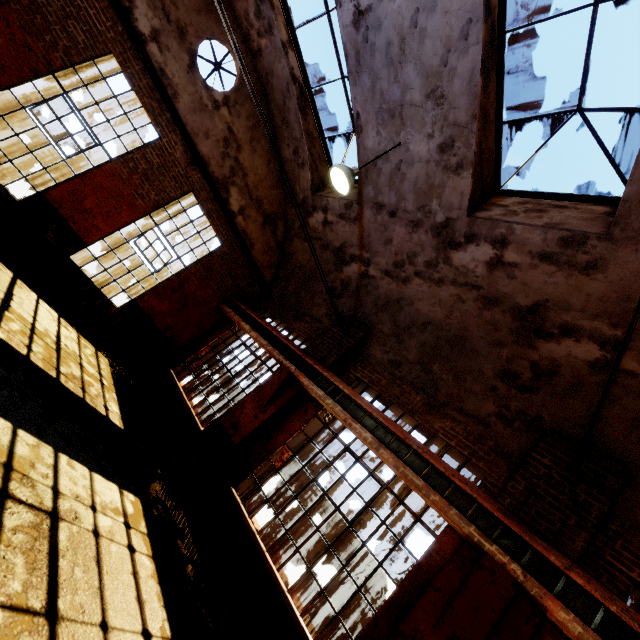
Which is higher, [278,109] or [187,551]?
[278,109]

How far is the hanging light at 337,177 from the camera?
5.65m

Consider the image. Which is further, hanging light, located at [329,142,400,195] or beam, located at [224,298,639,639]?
hanging light, located at [329,142,400,195]

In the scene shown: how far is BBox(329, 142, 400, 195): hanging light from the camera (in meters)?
5.65

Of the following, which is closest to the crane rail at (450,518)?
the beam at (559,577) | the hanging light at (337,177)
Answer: the beam at (559,577)

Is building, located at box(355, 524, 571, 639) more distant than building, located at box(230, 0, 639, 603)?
No

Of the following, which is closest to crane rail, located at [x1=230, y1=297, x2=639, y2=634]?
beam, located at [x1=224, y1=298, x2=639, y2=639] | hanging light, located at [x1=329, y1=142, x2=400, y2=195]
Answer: beam, located at [x1=224, y1=298, x2=639, y2=639]

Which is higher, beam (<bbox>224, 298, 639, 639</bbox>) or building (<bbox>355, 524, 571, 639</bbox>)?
beam (<bbox>224, 298, 639, 639</bbox>)
